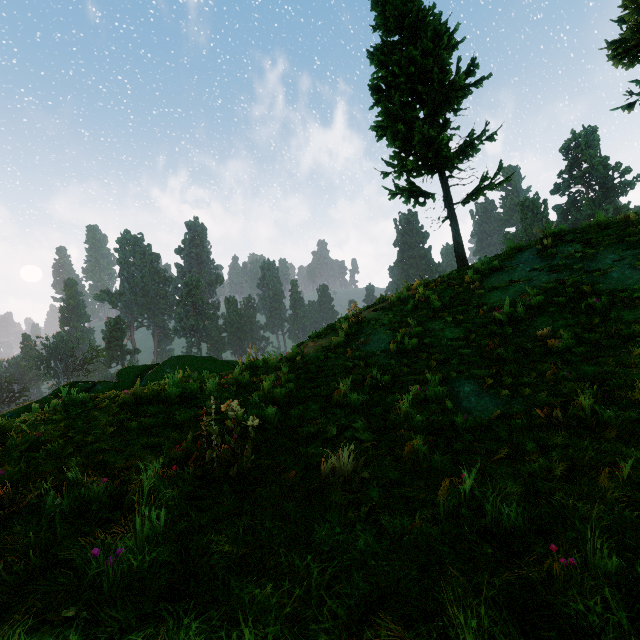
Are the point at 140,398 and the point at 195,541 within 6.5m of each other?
yes

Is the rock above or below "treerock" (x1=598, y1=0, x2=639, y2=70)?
below

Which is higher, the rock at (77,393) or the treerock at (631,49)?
the treerock at (631,49)

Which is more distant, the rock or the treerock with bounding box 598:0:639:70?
the treerock with bounding box 598:0:639:70
